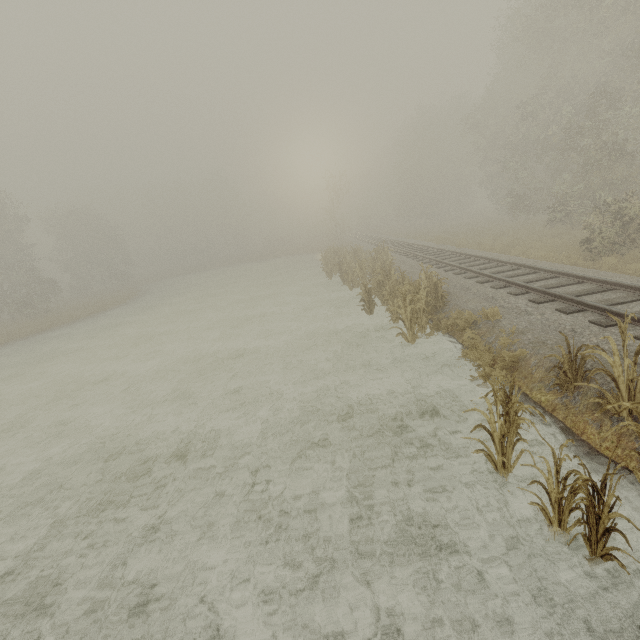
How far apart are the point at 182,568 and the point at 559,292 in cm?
984

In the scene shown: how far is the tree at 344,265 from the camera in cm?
923

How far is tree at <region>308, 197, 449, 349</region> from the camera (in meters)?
9.23

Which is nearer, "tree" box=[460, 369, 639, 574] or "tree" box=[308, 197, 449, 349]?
"tree" box=[460, 369, 639, 574]

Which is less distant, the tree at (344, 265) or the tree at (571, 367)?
the tree at (571, 367)
